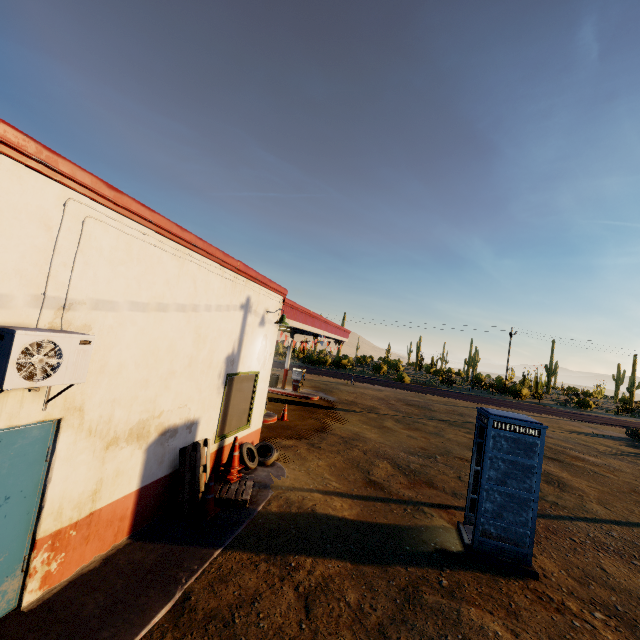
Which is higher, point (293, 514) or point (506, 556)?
point (506, 556)

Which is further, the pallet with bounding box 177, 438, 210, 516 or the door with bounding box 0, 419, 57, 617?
the pallet with bounding box 177, 438, 210, 516

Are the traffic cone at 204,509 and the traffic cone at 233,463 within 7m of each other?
yes

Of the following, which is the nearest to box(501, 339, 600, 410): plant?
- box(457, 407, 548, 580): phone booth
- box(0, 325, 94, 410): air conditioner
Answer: box(457, 407, 548, 580): phone booth

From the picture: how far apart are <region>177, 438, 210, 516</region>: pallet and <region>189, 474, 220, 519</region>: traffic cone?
0.04m

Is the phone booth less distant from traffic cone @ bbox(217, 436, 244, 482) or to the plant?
traffic cone @ bbox(217, 436, 244, 482)

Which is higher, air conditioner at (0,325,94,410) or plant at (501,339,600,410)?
air conditioner at (0,325,94,410)

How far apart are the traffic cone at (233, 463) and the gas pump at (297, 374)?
12.9 meters
